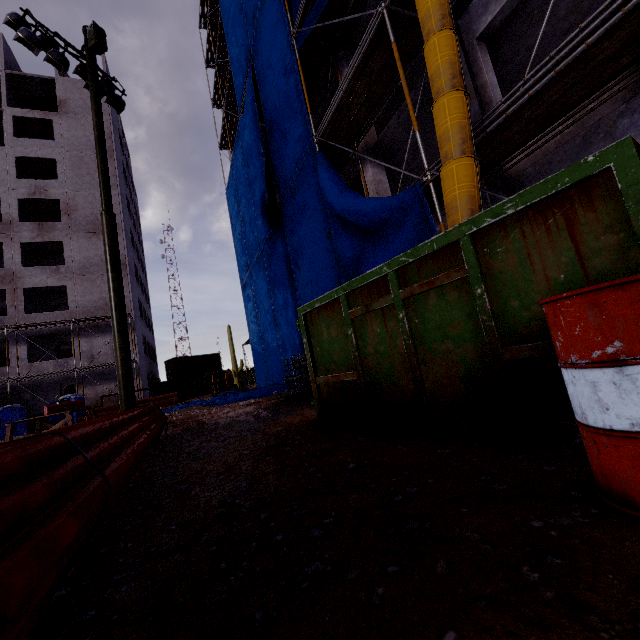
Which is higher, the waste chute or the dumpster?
the waste chute

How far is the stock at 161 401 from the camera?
25.2m

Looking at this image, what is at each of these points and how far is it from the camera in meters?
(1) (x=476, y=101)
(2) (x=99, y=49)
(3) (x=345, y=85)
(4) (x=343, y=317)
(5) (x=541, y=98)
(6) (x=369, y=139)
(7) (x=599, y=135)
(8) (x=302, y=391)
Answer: (1) concrete column, 6.9
(2) electrical box, 9.0
(3) scaffolding, 8.4
(4) dumpster, 3.9
(5) scaffolding, 4.7
(6) concrete column, 11.0
(7) concrete column, 5.2
(8) pipe, 10.5

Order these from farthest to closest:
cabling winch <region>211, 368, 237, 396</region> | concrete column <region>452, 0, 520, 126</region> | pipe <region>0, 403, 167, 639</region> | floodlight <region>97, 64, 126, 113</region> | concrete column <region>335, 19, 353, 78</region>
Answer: cabling winch <region>211, 368, 237, 396</region> → concrete column <region>335, 19, 353, 78</region> → floodlight <region>97, 64, 126, 113</region> → concrete column <region>452, 0, 520, 126</region> → pipe <region>0, 403, 167, 639</region>

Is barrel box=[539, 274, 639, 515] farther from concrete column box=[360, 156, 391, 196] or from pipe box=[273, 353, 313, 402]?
pipe box=[273, 353, 313, 402]

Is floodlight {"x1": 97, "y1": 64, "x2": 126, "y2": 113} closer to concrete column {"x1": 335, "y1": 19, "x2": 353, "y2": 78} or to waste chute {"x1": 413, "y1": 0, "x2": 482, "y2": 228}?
concrete column {"x1": 335, "y1": 19, "x2": 353, "y2": 78}

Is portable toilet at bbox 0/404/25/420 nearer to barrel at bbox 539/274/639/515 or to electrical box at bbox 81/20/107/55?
electrical box at bbox 81/20/107/55

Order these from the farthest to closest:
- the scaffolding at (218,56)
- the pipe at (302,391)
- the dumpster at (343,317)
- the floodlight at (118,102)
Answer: the scaffolding at (218,56) < the floodlight at (118,102) < the pipe at (302,391) < the dumpster at (343,317)
